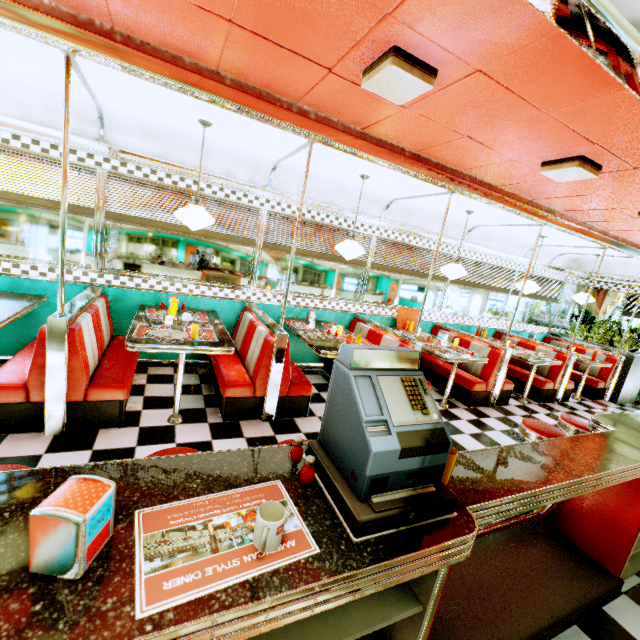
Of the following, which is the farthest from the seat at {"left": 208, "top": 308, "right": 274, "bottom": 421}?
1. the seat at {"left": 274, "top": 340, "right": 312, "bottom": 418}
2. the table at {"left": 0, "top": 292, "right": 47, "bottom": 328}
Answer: the table at {"left": 0, "top": 292, "right": 47, "bottom": 328}

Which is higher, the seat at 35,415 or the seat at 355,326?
the seat at 355,326

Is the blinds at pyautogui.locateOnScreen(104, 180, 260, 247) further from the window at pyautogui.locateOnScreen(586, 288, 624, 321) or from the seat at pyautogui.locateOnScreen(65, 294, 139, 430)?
the window at pyautogui.locateOnScreen(586, 288, 624, 321)

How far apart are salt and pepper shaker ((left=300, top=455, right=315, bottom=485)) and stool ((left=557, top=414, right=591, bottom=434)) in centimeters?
336cm

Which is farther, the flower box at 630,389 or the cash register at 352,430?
the flower box at 630,389

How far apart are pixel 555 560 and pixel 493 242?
5.8 meters

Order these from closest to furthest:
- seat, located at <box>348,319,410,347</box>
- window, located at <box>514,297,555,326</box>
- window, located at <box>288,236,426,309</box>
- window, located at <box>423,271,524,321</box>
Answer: seat, located at <box>348,319,410,347</box>
window, located at <box>288,236,426,309</box>
window, located at <box>423,271,524,321</box>
window, located at <box>514,297,555,326</box>

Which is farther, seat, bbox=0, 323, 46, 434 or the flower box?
the flower box
